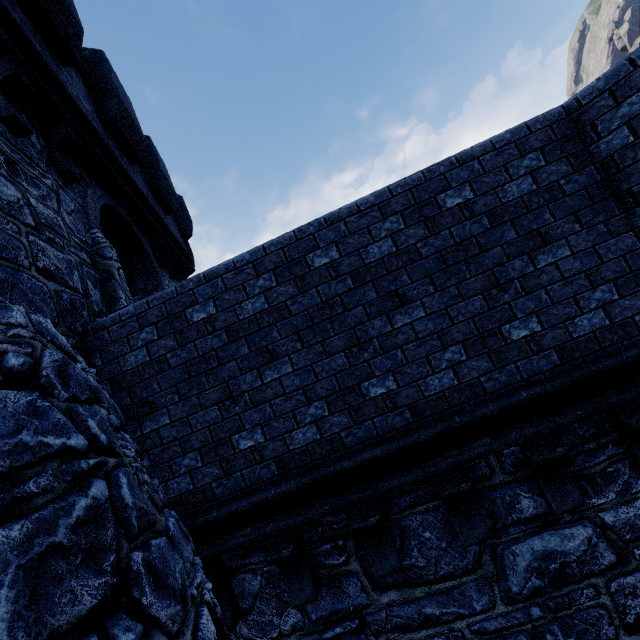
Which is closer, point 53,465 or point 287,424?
point 53,465
